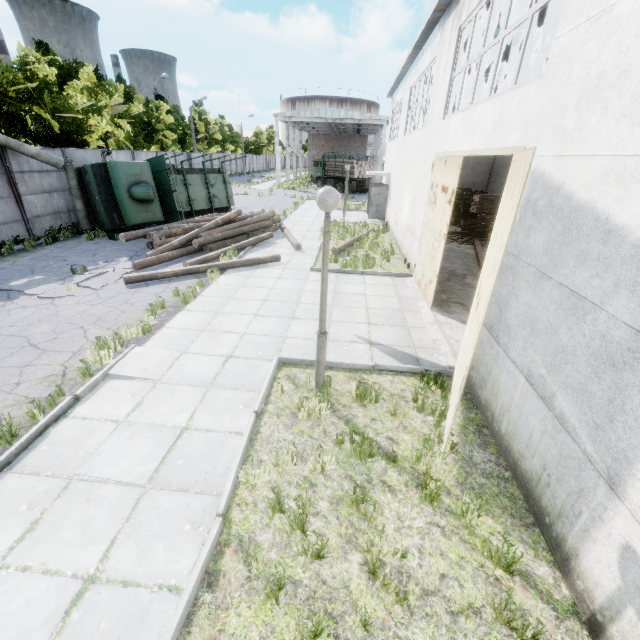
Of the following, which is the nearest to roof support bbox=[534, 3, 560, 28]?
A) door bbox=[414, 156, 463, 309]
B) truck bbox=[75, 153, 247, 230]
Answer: door bbox=[414, 156, 463, 309]

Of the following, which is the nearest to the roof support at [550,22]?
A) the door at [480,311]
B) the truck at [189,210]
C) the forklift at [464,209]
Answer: the door at [480,311]

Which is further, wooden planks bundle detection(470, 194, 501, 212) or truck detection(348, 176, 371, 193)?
truck detection(348, 176, 371, 193)

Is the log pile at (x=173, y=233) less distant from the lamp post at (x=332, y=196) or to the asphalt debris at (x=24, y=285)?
the asphalt debris at (x=24, y=285)

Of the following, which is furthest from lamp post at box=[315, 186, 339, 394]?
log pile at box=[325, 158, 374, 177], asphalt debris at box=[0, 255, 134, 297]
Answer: log pile at box=[325, 158, 374, 177]

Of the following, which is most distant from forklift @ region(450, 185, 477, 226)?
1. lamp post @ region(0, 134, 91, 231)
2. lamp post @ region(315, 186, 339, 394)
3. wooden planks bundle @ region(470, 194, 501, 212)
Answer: lamp post @ region(0, 134, 91, 231)

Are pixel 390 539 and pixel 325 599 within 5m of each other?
yes

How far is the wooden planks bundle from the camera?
18.9 meters
